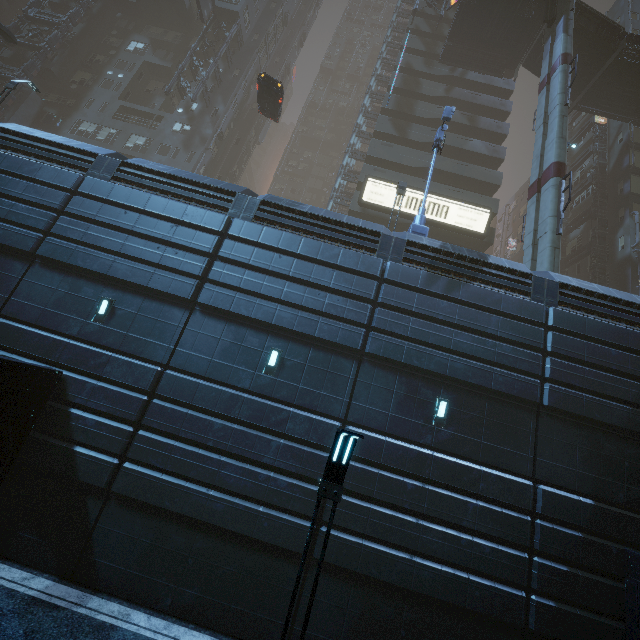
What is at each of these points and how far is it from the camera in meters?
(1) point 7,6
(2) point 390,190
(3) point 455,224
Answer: (1) building, 43.0 m
(2) sign, 26.1 m
(3) sign, 25.9 m

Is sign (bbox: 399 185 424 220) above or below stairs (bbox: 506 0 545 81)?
below

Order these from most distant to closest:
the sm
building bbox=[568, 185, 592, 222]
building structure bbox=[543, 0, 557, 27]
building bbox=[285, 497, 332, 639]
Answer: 1. building bbox=[568, 185, 592, 222]
2. building structure bbox=[543, 0, 557, 27]
3. the sm
4. building bbox=[285, 497, 332, 639]

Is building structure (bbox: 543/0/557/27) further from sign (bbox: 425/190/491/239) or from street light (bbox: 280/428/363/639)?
street light (bbox: 280/428/363/639)

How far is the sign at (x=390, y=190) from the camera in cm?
2594

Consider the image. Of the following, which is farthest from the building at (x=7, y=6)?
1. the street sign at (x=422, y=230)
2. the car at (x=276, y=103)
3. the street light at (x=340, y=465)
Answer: the street light at (x=340, y=465)

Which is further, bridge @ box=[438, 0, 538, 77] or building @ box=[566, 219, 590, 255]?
building @ box=[566, 219, 590, 255]

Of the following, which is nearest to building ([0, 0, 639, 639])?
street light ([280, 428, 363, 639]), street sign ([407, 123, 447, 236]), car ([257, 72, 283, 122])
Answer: street sign ([407, 123, 447, 236])
